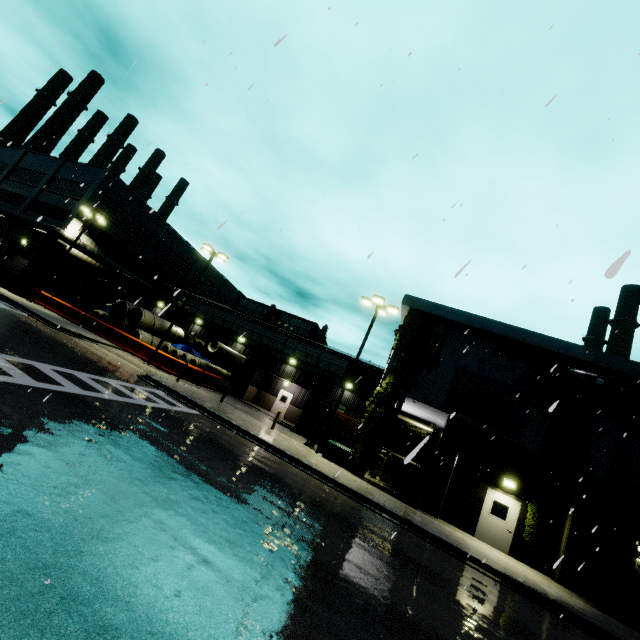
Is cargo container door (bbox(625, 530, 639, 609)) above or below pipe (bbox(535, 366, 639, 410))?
below

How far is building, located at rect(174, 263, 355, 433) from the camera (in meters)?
29.34

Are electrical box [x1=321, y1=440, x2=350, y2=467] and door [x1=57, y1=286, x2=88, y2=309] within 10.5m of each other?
no

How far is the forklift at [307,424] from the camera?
25.1 meters

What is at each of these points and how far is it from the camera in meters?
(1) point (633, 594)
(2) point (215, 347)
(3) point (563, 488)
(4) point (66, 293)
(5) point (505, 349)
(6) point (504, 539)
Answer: (1) cargo container door, 9.8
(2) concrete pipe, 28.2
(3) tree, 15.1
(4) door, 33.4
(5) tree, 18.0
(6) door, 15.1

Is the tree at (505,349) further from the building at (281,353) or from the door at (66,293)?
the door at (66,293)

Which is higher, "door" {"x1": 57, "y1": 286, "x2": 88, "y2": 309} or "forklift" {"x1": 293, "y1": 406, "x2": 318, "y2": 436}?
"door" {"x1": 57, "y1": 286, "x2": 88, "y2": 309}

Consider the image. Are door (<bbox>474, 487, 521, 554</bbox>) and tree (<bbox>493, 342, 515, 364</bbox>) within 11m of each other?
yes
